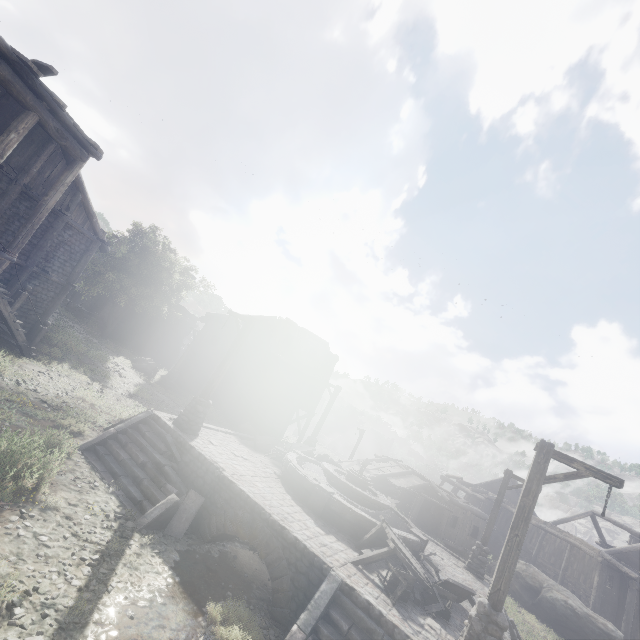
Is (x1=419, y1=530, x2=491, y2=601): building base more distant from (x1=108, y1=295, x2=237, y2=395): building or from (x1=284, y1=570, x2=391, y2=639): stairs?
(x1=108, y1=295, x2=237, y2=395): building

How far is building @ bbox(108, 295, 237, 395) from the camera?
28.80m

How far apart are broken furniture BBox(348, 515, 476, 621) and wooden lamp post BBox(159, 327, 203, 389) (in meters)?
19.34

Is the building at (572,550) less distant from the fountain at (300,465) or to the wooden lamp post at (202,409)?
the wooden lamp post at (202,409)

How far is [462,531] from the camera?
25.5m

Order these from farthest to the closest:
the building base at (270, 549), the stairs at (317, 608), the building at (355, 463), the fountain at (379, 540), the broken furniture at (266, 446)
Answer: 1. the building at (355, 463)
2. the broken furniture at (266, 446)
3. the fountain at (379, 540)
4. the building base at (270, 549)
5. the stairs at (317, 608)

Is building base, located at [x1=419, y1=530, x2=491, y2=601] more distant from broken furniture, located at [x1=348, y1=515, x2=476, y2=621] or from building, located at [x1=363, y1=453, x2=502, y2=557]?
building, located at [x1=363, y1=453, x2=502, y2=557]

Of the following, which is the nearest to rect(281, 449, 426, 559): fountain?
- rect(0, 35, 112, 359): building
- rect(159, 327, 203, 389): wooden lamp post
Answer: rect(0, 35, 112, 359): building
